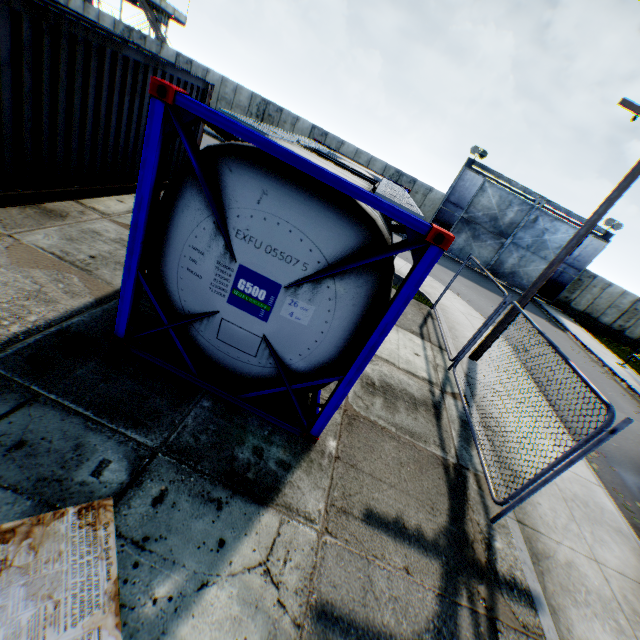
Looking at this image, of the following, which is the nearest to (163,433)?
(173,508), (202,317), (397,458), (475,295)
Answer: (173,508)

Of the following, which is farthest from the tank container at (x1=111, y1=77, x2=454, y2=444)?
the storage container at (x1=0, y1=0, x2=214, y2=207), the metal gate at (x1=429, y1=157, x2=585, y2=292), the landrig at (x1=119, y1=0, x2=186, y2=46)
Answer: the landrig at (x1=119, y1=0, x2=186, y2=46)

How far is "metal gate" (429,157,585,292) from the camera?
22.64m

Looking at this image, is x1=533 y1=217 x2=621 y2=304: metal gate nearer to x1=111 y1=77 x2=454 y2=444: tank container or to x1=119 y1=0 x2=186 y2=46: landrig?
x1=111 y1=77 x2=454 y2=444: tank container

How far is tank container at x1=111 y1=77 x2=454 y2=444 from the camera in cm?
297

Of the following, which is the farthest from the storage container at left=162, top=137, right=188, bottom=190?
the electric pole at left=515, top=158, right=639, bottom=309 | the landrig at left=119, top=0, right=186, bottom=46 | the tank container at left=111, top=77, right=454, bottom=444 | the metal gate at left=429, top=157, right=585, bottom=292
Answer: the landrig at left=119, top=0, right=186, bottom=46

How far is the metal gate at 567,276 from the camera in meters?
22.6

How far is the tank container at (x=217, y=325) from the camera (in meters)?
2.97
